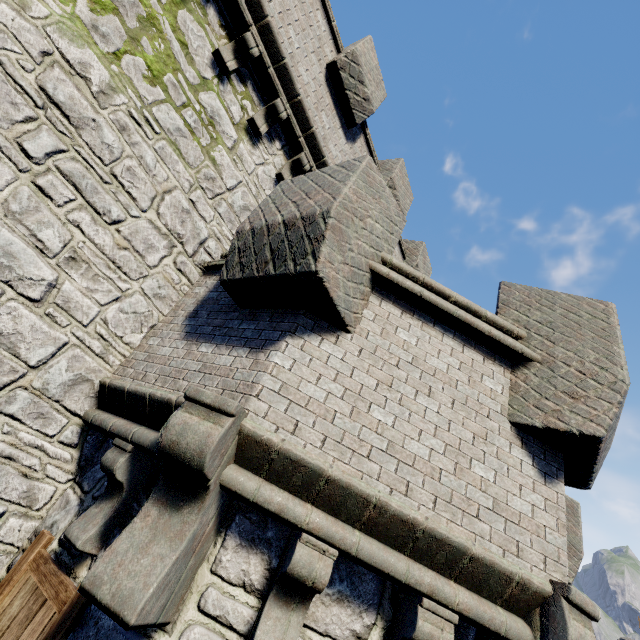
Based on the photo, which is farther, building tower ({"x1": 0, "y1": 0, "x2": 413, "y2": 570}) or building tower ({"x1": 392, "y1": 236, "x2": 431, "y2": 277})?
building tower ({"x1": 392, "y1": 236, "x2": 431, "y2": 277})

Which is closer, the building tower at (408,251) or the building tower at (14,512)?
the building tower at (14,512)

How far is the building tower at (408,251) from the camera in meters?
10.6 m

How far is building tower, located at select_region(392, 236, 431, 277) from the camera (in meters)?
10.65

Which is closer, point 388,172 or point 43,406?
point 43,406

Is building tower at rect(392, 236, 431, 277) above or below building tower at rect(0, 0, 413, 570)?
above
